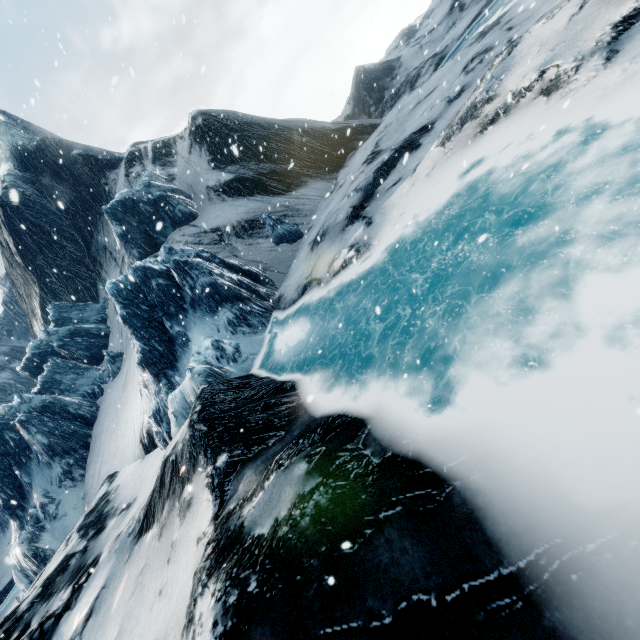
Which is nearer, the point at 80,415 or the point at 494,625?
the point at 494,625
